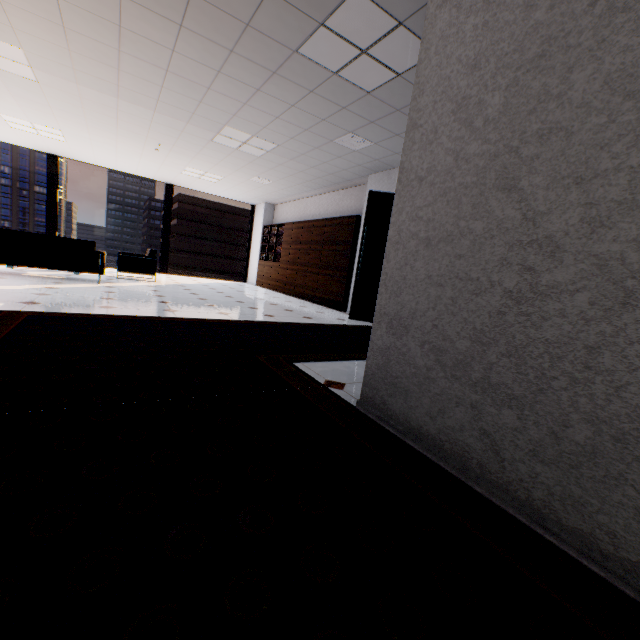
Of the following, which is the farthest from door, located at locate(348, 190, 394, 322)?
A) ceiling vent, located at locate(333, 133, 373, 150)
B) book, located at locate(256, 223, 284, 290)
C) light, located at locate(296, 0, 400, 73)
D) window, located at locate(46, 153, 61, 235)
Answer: window, located at locate(46, 153, 61, 235)

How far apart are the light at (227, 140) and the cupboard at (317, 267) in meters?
2.2 m

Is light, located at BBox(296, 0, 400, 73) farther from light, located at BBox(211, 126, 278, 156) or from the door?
light, located at BBox(211, 126, 278, 156)

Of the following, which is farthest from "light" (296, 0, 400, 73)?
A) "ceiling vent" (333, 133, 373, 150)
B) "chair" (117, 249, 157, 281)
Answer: "chair" (117, 249, 157, 281)

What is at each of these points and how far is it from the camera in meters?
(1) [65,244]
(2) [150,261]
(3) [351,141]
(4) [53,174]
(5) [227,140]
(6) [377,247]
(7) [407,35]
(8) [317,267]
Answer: (1) sofa, 5.9
(2) chair, 7.8
(3) ceiling vent, 5.2
(4) window, 9.1
(5) light, 6.0
(6) door, 6.1
(7) light, 2.8
(8) cupboard, 8.4

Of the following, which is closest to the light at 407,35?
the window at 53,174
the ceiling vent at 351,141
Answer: the ceiling vent at 351,141

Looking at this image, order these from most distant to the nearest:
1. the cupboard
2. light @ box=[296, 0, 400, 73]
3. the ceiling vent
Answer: the cupboard → the ceiling vent → light @ box=[296, 0, 400, 73]

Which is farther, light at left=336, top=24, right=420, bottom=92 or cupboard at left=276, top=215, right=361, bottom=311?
cupboard at left=276, top=215, right=361, bottom=311
